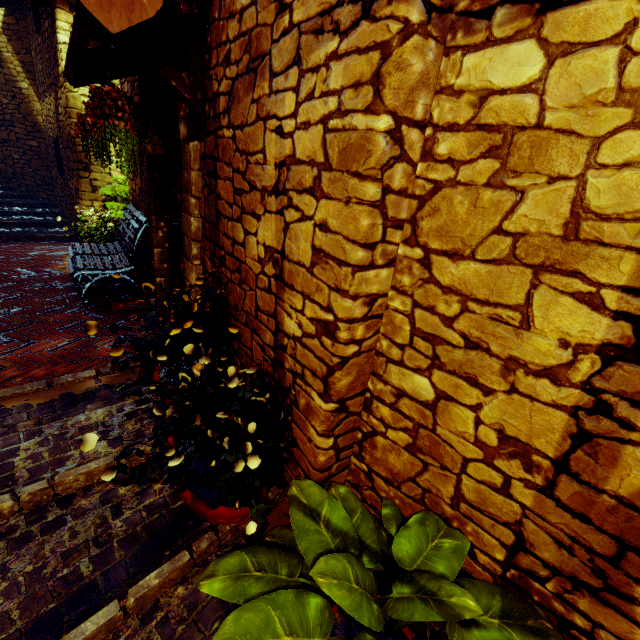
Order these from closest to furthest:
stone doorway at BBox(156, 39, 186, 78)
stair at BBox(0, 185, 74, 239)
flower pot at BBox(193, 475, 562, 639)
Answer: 1. flower pot at BBox(193, 475, 562, 639)
2. stone doorway at BBox(156, 39, 186, 78)
3. stair at BBox(0, 185, 74, 239)

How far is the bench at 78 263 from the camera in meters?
4.0

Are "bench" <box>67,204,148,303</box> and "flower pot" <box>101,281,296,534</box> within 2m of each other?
no

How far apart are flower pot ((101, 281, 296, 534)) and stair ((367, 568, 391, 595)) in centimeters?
43cm

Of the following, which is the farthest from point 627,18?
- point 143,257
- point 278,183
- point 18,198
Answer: point 18,198

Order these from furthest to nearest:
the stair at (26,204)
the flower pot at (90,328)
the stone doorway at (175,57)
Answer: the stair at (26,204), the stone doorway at (175,57), the flower pot at (90,328)

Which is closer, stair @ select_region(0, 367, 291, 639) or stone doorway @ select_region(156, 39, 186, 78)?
stair @ select_region(0, 367, 291, 639)

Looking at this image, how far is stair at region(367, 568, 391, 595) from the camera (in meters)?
1.79
